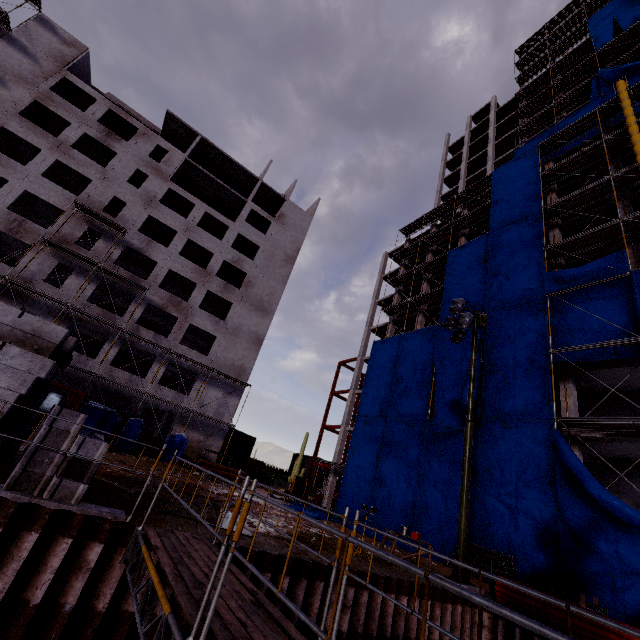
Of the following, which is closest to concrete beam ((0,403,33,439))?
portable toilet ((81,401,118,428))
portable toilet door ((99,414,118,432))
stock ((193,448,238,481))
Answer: portable toilet ((81,401,118,428))

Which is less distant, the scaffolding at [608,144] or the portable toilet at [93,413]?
the scaffolding at [608,144]

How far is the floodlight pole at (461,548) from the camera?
11.8m

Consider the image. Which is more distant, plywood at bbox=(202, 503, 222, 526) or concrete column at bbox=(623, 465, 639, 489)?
concrete column at bbox=(623, 465, 639, 489)

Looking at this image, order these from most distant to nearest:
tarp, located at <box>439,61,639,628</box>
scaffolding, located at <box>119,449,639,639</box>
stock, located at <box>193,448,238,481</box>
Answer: stock, located at <box>193,448,238,481</box>, tarp, located at <box>439,61,639,628</box>, scaffolding, located at <box>119,449,639,639</box>

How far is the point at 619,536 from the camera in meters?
12.8 m

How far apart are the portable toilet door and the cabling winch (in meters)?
14.28

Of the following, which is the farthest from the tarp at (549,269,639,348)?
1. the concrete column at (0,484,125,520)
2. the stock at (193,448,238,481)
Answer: the concrete column at (0,484,125,520)
